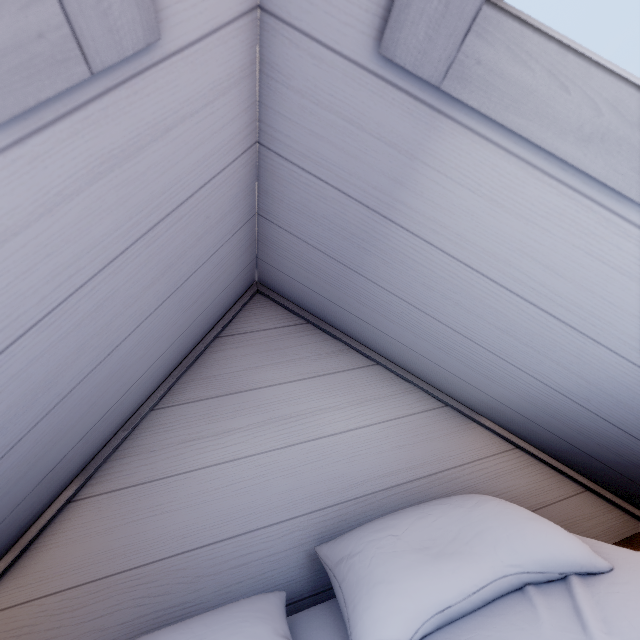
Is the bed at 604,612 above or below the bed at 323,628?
above

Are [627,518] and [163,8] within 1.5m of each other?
no

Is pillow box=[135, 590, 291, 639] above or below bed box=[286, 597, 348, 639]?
above

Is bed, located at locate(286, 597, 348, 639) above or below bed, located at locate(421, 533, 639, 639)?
below

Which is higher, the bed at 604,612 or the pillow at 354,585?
the pillow at 354,585

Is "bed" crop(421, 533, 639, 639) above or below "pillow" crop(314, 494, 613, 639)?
below
